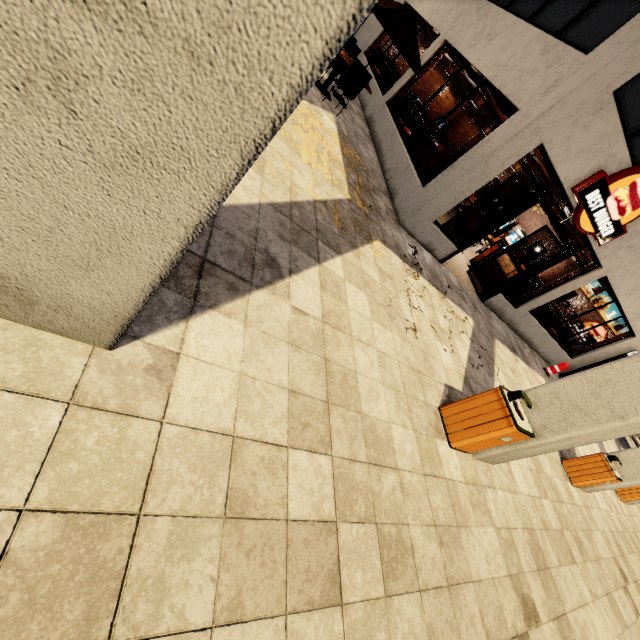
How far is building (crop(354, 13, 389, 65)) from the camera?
12.1 meters

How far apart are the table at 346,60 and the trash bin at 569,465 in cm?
972

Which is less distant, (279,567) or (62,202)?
(62,202)

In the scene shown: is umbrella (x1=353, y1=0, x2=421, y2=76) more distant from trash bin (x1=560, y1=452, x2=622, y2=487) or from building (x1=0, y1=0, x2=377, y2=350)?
trash bin (x1=560, y1=452, x2=622, y2=487)

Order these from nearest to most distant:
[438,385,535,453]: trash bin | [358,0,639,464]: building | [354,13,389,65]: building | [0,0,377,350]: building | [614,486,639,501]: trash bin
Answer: [0,0,377,350]: building
[438,385,535,453]: trash bin
[358,0,639,464]: building
[614,486,639,501]: trash bin
[354,13,389,65]: building

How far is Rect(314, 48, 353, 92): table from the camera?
6.93m

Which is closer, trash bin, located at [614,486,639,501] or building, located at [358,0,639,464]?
building, located at [358,0,639,464]

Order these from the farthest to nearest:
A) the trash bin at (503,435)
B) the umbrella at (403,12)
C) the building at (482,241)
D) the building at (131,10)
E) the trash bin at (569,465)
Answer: the umbrella at (403,12), the trash bin at (569,465), the building at (482,241), the trash bin at (503,435), the building at (131,10)
